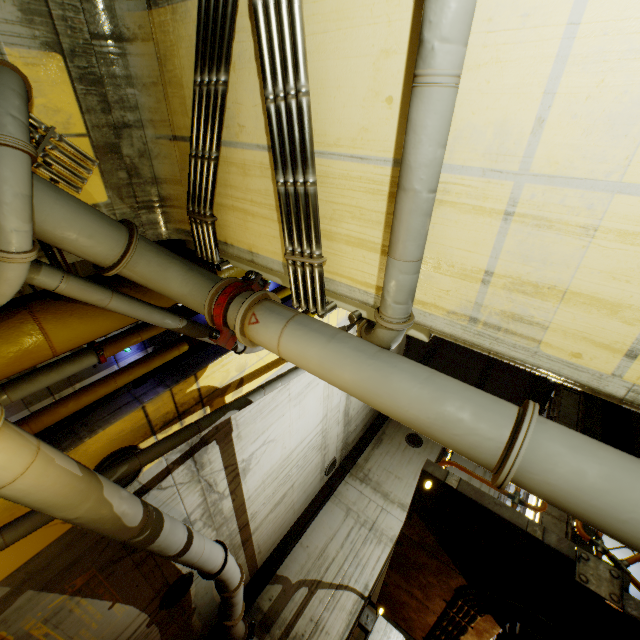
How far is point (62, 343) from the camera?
3.56m

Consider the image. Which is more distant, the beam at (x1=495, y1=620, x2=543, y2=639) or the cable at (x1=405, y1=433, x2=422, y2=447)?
the cable at (x1=405, y1=433, x2=422, y2=447)

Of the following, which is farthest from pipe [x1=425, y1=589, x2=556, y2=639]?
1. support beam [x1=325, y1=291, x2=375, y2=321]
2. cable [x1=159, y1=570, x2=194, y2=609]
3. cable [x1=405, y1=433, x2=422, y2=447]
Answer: cable [x1=405, y1=433, x2=422, y2=447]

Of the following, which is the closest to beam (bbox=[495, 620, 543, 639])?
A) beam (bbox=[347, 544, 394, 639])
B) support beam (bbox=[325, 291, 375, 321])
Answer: support beam (bbox=[325, 291, 375, 321])

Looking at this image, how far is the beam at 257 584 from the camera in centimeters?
1073cm

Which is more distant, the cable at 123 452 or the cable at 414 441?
the cable at 414 441

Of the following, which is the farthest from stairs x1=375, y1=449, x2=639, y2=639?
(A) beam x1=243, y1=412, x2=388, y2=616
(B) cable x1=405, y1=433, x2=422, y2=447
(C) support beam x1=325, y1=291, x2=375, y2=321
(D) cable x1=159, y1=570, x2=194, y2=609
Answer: (B) cable x1=405, y1=433, x2=422, y2=447

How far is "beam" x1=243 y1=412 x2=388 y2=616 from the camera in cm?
1073
